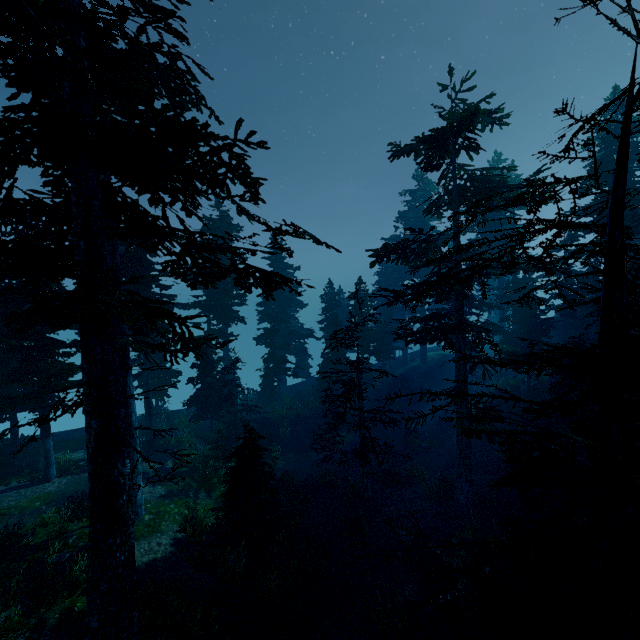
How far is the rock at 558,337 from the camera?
33.4m

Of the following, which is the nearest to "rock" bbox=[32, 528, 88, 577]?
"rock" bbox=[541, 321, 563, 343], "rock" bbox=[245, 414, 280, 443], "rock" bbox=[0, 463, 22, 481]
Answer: "rock" bbox=[0, 463, 22, 481]

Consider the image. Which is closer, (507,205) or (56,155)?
(507,205)

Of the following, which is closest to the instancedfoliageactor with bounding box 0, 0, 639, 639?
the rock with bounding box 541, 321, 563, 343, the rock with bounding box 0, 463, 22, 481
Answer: the rock with bounding box 0, 463, 22, 481

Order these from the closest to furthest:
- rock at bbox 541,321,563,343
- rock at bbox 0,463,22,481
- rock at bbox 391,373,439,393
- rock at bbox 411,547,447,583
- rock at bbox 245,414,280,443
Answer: rock at bbox 411,547,447,583 → rock at bbox 0,463,22,481 → rock at bbox 245,414,280,443 → rock at bbox 541,321,563,343 → rock at bbox 391,373,439,393

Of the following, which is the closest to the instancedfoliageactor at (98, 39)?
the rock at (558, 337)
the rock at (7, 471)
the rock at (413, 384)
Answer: the rock at (413, 384)

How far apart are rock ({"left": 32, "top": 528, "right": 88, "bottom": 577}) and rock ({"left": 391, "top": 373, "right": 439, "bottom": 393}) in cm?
2878

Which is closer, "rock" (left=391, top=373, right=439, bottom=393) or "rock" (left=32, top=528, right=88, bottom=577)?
"rock" (left=32, top=528, right=88, bottom=577)
